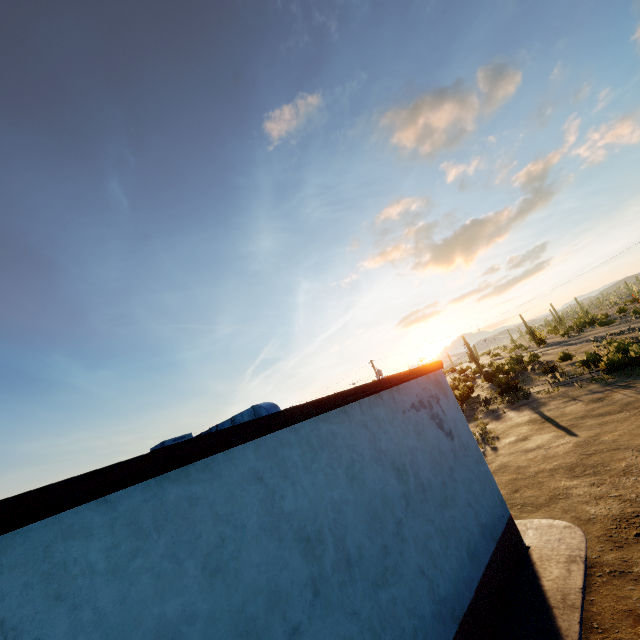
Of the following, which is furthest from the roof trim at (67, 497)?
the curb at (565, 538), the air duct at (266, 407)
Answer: the curb at (565, 538)

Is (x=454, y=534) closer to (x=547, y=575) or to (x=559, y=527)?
(x=547, y=575)

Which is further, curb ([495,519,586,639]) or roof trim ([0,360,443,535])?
curb ([495,519,586,639])

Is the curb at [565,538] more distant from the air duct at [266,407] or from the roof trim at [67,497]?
the air duct at [266,407]

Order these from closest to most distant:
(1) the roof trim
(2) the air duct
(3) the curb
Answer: (1) the roof trim < (3) the curb < (2) the air duct

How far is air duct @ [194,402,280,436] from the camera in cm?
780

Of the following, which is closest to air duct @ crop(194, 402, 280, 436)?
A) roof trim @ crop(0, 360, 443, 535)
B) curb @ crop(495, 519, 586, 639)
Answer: roof trim @ crop(0, 360, 443, 535)

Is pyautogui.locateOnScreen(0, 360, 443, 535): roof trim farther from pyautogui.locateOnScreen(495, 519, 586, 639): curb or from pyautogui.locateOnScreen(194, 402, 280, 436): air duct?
pyautogui.locateOnScreen(495, 519, 586, 639): curb
